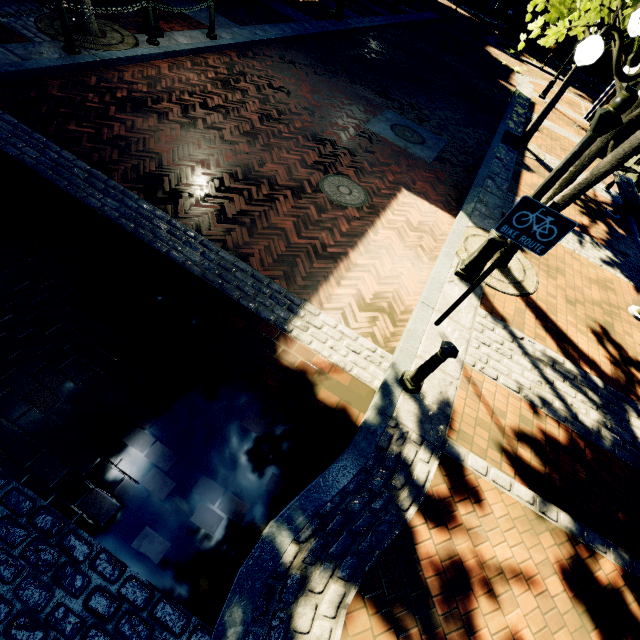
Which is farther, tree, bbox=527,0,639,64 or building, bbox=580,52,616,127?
building, bbox=580,52,616,127

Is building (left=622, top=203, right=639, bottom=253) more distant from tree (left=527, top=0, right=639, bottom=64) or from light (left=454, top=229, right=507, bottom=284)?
light (left=454, top=229, right=507, bottom=284)

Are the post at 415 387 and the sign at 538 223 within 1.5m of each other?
yes

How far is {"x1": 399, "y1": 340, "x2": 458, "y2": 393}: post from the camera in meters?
3.2 m

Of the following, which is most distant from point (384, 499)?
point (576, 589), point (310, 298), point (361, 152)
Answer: point (361, 152)

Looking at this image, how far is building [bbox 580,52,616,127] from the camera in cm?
1608

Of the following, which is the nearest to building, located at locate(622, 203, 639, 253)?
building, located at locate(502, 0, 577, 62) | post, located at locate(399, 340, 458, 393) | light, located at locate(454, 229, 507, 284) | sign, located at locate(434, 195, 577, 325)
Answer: light, located at locate(454, 229, 507, 284)

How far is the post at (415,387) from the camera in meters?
3.2 m
